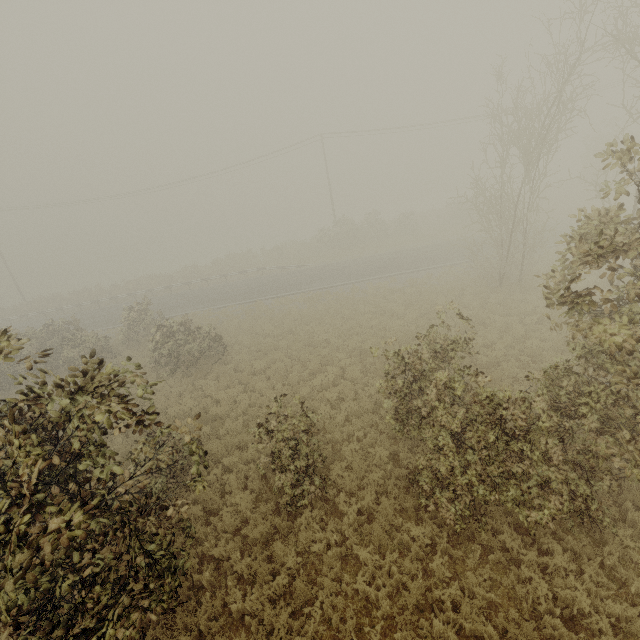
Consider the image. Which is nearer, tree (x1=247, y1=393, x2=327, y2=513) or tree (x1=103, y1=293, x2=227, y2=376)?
tree (x1=247, y1=393, x2=327, y2=513)

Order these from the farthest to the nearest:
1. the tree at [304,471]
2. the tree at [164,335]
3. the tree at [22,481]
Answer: the tree at [164,335]
the tree at [304,471]
the tree at [22,481]

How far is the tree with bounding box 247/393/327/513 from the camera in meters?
8.1

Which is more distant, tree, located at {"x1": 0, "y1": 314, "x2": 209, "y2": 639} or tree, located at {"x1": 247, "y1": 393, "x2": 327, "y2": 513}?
tree, located at {"x1": 247, "y1": 393, "x2": 327, "y2": 513}

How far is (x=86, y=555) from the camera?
4.85m

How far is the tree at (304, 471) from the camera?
8.06m

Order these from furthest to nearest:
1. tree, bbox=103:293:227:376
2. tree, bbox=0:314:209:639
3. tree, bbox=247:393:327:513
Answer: tree, bbox=103:293:227:376
tree, bbox=247:393:327:513
tree, bbox=0:314:209:639
